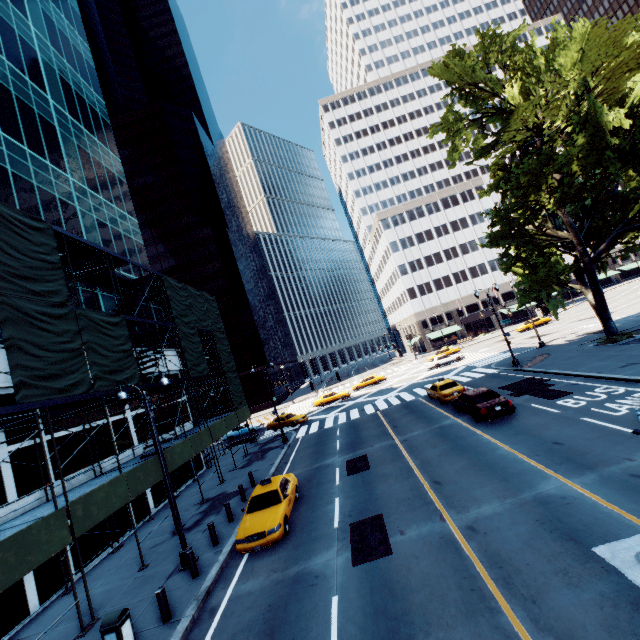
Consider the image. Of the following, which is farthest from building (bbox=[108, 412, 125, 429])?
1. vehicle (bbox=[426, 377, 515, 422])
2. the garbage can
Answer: vehicle (bbox=[426, 377, 515, 422])

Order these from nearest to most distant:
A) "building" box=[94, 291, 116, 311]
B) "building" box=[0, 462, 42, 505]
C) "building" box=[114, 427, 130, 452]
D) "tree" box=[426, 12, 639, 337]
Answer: "building" box=[0, 462, 42, 505] → "tree" box=[426, 12, 639, 337] → "building" box=[114, 427, 130, 452] → "building" box=[94, 291, 116, 311]

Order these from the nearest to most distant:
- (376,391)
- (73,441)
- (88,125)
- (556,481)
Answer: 1. (556,481)
2. (73,441)
3. (88,125)
4. (376,391)

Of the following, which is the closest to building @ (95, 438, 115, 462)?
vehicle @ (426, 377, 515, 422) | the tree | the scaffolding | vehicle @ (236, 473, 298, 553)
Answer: the scaffolding

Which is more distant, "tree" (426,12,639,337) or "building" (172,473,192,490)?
"building" (172,473,192,490)

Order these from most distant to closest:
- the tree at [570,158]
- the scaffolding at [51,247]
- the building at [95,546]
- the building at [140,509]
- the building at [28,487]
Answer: the building at [140,509], the tree at [570,158], the building at [95,546], the building at [28,487], the scaffolding at [51,247]

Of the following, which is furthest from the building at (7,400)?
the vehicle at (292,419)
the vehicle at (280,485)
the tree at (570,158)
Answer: the tree at (570,158)

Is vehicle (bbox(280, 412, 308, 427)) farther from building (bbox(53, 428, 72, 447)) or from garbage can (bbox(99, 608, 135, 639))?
garbage can (bbox(99, 608, 135, 639))
